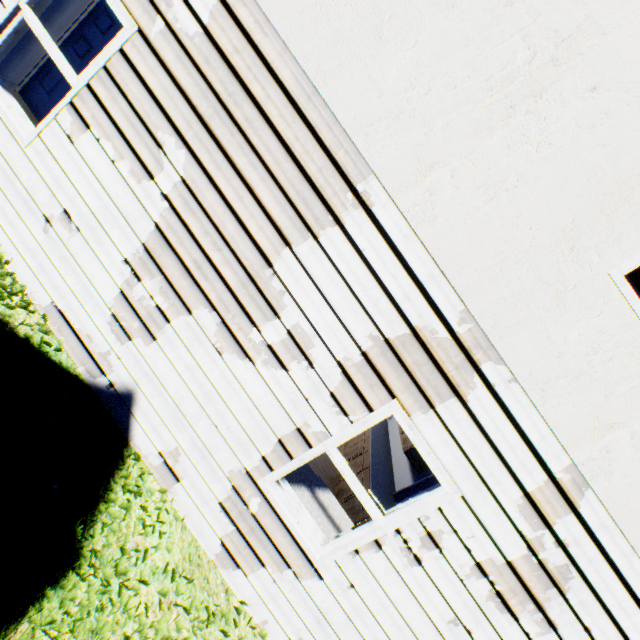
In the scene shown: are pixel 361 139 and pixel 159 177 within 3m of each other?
yes

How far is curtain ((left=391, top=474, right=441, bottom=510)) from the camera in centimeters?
576cm

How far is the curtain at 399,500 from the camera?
5.8 meters
